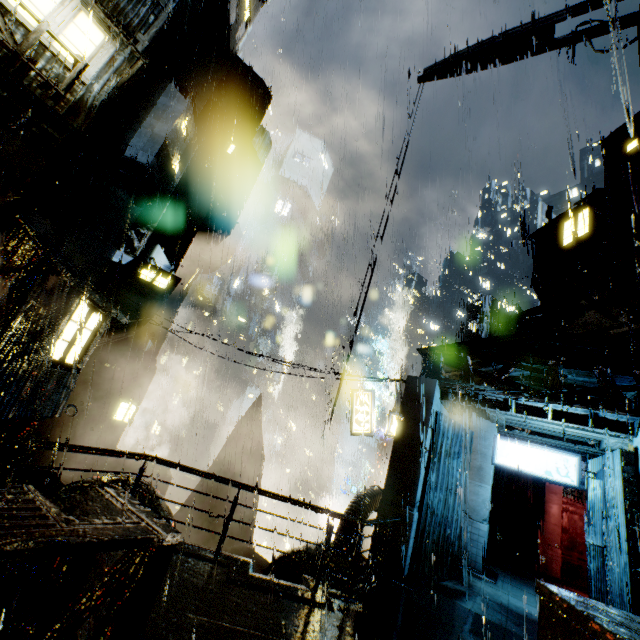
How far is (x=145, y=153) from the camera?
12.83m

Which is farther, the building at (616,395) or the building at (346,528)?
the building at (346,528)

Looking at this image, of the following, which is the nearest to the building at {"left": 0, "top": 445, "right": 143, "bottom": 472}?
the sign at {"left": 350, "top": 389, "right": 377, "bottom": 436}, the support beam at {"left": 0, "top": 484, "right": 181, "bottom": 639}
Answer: the support beam at {"left": 0, "top": 484, "right": 181, "bottom": 639}

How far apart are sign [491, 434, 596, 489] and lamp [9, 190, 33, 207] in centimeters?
1676cm

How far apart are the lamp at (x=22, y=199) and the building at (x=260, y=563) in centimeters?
1740cm

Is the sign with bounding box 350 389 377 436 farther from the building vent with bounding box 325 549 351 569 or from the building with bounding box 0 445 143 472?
the building vent with bounding box 325 549 351 569

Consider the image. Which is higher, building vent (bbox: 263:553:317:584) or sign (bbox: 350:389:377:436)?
sign (bbox: 350:389:377:436)

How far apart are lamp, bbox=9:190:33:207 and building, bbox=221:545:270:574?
17.40m
